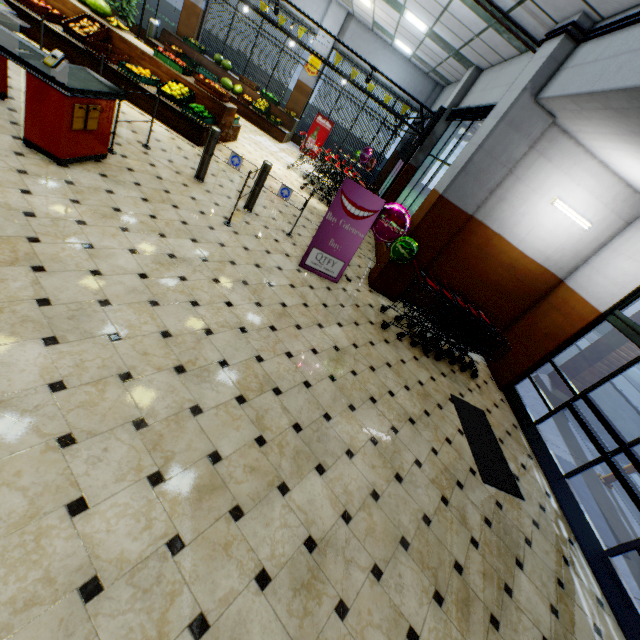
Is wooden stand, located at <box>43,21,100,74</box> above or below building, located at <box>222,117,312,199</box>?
above

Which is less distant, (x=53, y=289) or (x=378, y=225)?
(x=53, y=289)

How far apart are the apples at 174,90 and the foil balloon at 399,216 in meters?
5.0 m

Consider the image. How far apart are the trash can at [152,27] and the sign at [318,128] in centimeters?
702cm

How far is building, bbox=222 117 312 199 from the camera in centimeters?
938cm

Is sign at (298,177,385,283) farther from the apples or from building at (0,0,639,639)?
the apples

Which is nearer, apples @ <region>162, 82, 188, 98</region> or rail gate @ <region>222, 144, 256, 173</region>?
rail gate @ <region>222, 144, 256, 173</region>

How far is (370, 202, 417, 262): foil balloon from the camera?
5.7m
